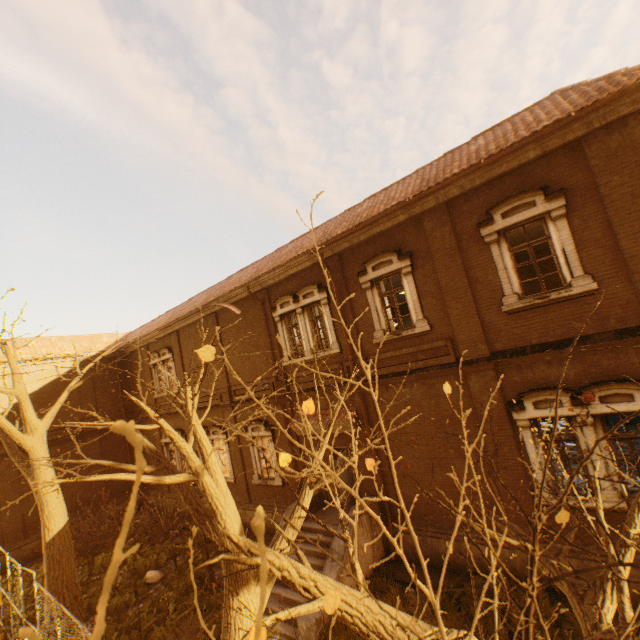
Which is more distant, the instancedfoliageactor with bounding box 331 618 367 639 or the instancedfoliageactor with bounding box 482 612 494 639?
the instancedfoliageactor with bounding box 331 618 367 639

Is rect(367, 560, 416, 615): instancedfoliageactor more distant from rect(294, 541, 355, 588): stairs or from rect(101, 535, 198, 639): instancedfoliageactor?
rect(101, 535, 198, 639): instancedfoliageactor

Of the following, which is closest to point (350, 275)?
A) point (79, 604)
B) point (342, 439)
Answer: point (342, 439)

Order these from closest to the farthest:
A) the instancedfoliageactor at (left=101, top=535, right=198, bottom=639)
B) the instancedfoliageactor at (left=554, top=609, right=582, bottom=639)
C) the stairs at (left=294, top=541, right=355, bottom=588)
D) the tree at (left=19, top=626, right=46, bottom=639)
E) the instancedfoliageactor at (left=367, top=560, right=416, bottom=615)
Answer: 1. the tree at (left=19, top=626, right=46, bottom=639)
2. the instancedfoliageactor at (left=554, top=609, right=582, bottom=639)
3. the instancedfoliageactor at (left=367, top=560, right=416, bottom=615)
4. the stairs at (left=294, top=541, right=355, bottom=588)
5. the instancedfoliageactor at (left=101, top=535, right=198, bottom=639)

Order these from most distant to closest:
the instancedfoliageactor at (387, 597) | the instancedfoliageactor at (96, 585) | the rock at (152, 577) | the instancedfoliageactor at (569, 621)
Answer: the rock at (152, 577) → the instancedfoliageactor at (96, 585) → the instancedfoliageactor at (387, 597) → the instancedfoliageactor at (569, 621)

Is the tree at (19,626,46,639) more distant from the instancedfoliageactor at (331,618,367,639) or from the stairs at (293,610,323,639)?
the stairs at (293,610,323,639)

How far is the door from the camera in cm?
1079

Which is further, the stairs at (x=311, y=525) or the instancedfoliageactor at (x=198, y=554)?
the instancedfoliageactor at (x=198, y=554)
